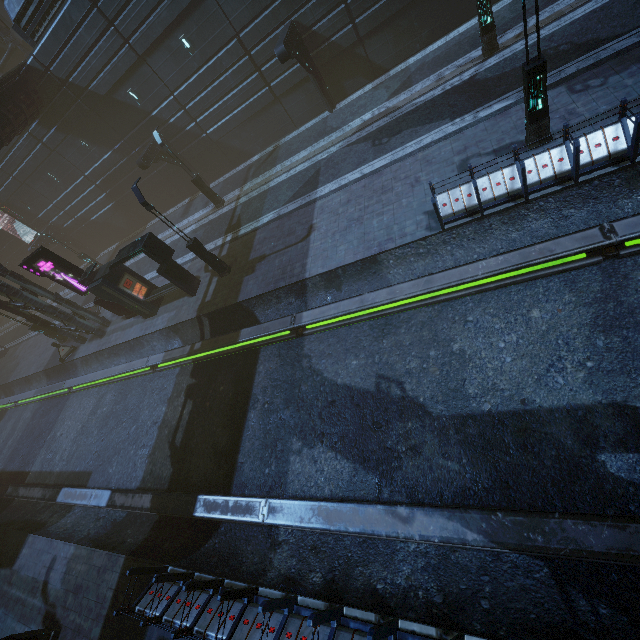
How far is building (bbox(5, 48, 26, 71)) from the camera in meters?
31.6 m

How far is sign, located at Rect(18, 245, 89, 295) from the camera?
16.98m

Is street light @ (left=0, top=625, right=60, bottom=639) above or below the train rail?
above

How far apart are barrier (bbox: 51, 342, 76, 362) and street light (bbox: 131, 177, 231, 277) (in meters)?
15.07

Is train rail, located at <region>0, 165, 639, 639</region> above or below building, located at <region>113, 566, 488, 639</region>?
below

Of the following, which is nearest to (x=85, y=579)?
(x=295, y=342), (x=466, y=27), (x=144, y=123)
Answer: (x=295, y=342)

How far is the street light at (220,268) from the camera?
13.8m

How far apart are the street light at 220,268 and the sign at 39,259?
7.4m
